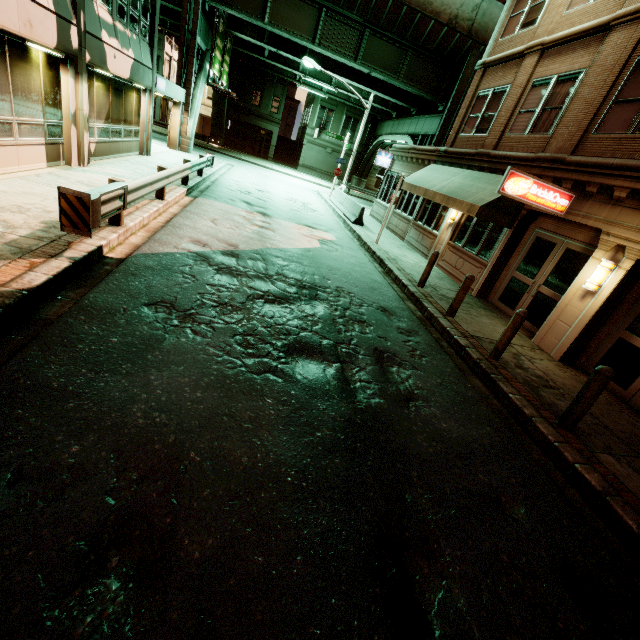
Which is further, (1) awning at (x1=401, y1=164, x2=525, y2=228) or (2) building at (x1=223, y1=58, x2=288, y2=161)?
(2) building at (x1=223, y1=58, x2=288, y2=161)

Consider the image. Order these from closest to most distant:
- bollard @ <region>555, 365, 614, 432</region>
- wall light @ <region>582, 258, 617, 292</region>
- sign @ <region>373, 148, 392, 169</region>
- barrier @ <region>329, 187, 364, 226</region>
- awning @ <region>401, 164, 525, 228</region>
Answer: bollard @ <region>555, 365, 614, 432</region> < wall light @ <region>582, 258, 617, 292</region> < awning @ <region>401, 164, 525, 228</region> < barrier @ <region>329, 187, 364, 226</region> < sign @ <region>373, 148, 392, 169</region>

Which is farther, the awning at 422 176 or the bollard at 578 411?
the awning at 422 176

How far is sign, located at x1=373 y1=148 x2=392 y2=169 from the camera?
21.22m

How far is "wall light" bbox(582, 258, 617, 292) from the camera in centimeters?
751cm

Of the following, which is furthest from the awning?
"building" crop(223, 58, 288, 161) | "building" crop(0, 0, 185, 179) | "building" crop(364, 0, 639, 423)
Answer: "building" crop(223, 58, 288, 161)

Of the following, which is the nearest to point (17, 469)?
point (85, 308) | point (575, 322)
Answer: point (85, 308)

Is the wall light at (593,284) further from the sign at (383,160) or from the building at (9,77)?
the sign at (383,160)
